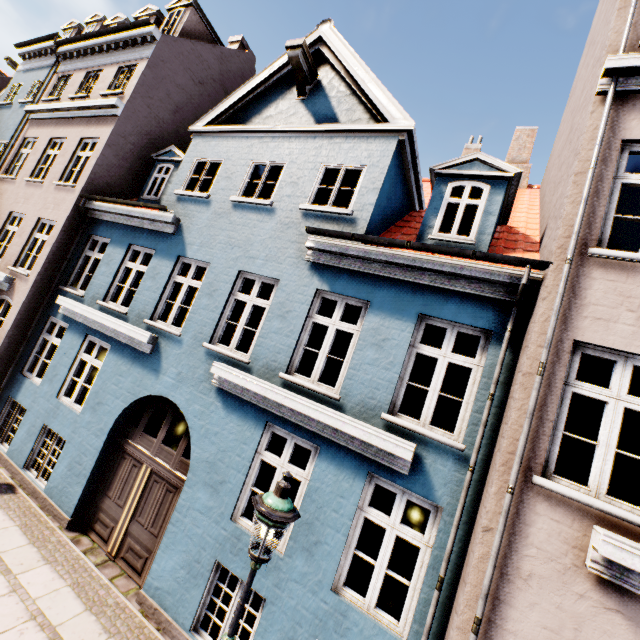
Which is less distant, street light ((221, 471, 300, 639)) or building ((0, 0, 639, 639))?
street light ((221, 471, 300, 639))

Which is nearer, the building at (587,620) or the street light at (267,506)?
the street light at (267,506)

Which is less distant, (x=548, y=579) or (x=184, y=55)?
(x=548, y=579)
